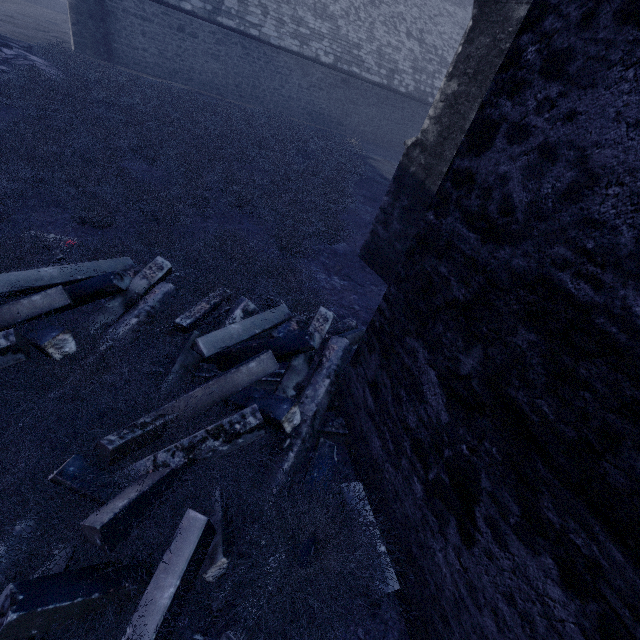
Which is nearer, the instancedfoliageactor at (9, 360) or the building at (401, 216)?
the building at (401, 216)

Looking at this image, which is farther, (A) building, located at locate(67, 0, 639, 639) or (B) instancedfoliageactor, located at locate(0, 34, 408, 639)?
(B) instancedfoliageactor, located at locate(0, 34, 408, 639)

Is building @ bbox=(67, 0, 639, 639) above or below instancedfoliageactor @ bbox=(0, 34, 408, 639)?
above

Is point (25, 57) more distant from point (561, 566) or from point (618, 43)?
point (561, 566)

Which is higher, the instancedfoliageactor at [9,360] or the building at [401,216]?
the building at [401,216]
